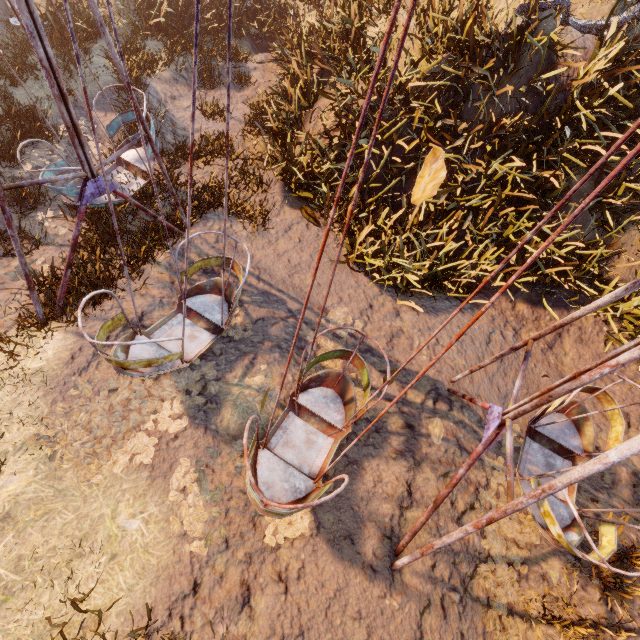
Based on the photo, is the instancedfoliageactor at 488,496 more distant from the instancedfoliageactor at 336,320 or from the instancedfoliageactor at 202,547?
the instancedfoliageactor at 202,547

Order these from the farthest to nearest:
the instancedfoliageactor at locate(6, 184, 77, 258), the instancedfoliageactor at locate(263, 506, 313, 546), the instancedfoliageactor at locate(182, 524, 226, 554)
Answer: the instancedfoliageactor at locate(6, 184, 77, 258) → the instancedfoliageactor at locate(263, 506, 313, 546) → the instancedfoliageactor at locate(182, 524, 226, 554)

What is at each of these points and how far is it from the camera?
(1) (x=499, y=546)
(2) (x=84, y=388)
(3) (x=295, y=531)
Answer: (1) instancedfoliageactor, 4.7 meters
(2) instancedfoliageactor, 4.5 meters
(3) instancedfoliageactor, 4.3 meters

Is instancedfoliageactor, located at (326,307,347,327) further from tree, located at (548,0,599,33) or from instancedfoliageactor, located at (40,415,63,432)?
tree, located at (548,0,599,33)

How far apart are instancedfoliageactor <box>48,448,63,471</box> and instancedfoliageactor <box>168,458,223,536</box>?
0.41m

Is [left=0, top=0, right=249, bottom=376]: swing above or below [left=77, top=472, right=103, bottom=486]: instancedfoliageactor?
above

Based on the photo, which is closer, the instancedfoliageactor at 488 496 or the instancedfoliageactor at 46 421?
the instancedfoliageactor at 46 421

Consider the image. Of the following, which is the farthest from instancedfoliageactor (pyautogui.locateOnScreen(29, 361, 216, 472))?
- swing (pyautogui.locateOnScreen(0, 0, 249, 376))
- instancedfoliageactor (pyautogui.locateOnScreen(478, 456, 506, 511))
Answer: instancedfoliageactor (pyautogui.locateOnScreen(478, 456, 506, 511))
